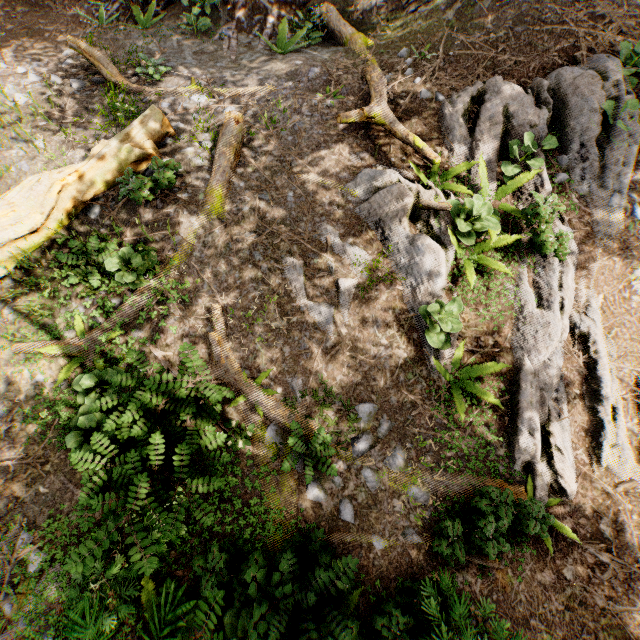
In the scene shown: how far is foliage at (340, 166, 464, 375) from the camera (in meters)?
6.25

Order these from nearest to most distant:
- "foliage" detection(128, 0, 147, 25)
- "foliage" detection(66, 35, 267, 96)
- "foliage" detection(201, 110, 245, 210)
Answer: "foliage" detection(201, 110, 245, 210), "foliage" detection(66, 35, 267, 96), "foliage" detection(128, 0, 147, 25)

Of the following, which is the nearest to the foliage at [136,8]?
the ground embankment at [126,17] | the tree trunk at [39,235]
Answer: the ground embankment at [126,17]

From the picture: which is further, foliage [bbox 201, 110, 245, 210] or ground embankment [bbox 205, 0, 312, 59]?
ground embankment [bbox 205, 0, 312, 59]

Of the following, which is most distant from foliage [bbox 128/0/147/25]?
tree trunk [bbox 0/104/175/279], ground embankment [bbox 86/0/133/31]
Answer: tree trunk [bbox 0/104/175/279]

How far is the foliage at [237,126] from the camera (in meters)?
6.99

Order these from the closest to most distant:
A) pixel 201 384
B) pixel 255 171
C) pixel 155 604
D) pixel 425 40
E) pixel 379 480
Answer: pixel 201 384
pixel 155 604
pixel 379 480
pixel 255 171
pixel 425 40

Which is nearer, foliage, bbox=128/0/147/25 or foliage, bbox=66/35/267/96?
foliage, bbox=66/35/267/96
